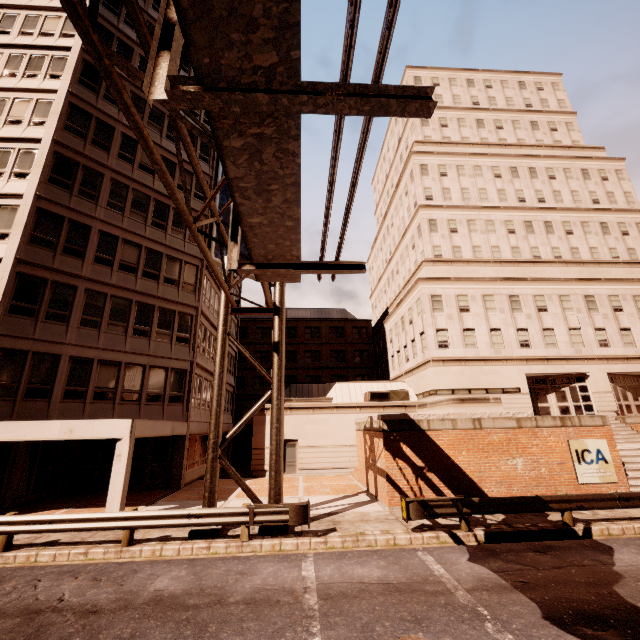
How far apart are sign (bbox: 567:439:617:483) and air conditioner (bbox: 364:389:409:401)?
12.7m

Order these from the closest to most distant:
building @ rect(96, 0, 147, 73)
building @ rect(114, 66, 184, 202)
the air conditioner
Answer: building @ rect(96, 0, 147, 73) → building @ rect(114, 66, 184, 202) → the air conditioner

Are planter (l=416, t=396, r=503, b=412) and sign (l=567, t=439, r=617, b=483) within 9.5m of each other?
yes

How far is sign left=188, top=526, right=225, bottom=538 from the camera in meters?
10.1

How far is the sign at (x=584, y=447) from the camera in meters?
13.7

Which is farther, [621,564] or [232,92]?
[621,564]

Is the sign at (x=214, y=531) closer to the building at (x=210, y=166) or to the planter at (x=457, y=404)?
the building at (x=210, y=166)

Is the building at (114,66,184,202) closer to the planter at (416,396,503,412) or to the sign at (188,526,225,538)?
the sign at (188,526,225,538)
